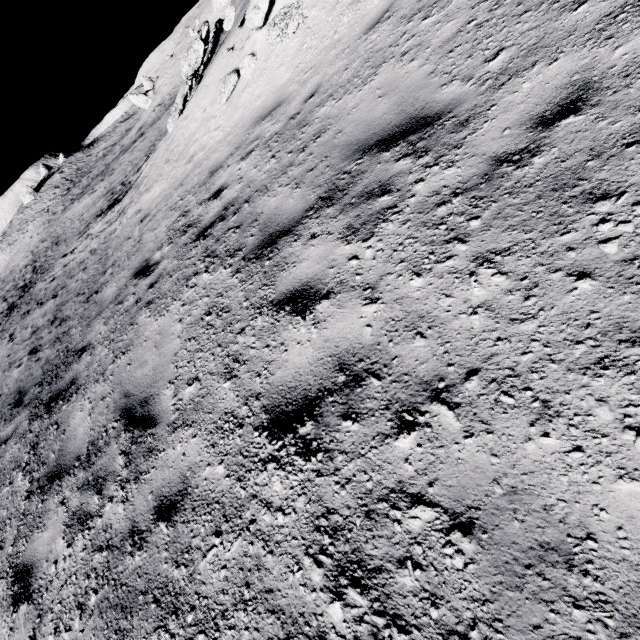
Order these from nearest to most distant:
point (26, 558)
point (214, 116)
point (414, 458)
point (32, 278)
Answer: point (414, 458)
point (26, 558)
point (214, 116)
point (32, 278)

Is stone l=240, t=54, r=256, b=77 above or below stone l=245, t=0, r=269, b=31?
below

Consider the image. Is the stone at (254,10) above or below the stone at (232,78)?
above

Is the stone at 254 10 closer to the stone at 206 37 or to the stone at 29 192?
the stone at 206 37

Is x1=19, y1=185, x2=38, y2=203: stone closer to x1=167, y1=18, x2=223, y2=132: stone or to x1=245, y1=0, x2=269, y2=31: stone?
x1=167, y1=18, x2=223, y2=132: stone

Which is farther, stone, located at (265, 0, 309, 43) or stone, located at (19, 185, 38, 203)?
stone, located at (19, 185, 38, 203)

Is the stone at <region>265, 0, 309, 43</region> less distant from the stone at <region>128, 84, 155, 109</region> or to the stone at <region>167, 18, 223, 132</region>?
the stone at <region>167, 18, 223, 132</region>

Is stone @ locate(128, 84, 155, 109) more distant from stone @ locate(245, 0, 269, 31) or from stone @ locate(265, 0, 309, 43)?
stone @ locate(265, 0, 309, 43)
